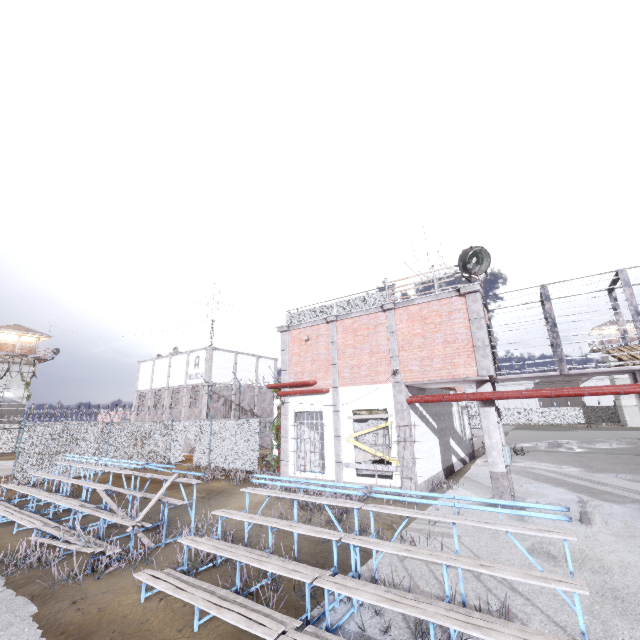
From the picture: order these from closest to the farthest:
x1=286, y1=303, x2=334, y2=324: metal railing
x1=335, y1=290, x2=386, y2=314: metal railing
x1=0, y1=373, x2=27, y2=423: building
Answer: x1=335, y1=290, x2=386, y2=314: metal railing → x1=286, y1=303, x2=334, y2=324: metal railing → x1=0, y1=373, x2=27, y2=423: building

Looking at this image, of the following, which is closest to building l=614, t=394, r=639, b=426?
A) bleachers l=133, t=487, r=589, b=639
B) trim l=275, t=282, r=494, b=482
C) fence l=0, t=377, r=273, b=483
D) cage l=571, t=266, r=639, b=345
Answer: fence l=0, t=377, r=273, b=483

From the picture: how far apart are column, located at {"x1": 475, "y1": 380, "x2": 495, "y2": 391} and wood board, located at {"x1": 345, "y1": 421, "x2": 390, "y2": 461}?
3.0 meters

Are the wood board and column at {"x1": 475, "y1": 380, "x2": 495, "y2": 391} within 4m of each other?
yes

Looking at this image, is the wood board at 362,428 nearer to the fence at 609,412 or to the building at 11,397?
the fence at 609,412

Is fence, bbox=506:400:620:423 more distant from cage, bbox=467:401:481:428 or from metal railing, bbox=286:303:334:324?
cage, bbox=467:401:481:428

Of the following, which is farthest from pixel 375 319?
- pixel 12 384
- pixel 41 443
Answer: pixel 12 384

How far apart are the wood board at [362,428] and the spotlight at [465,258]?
5.9 meters
